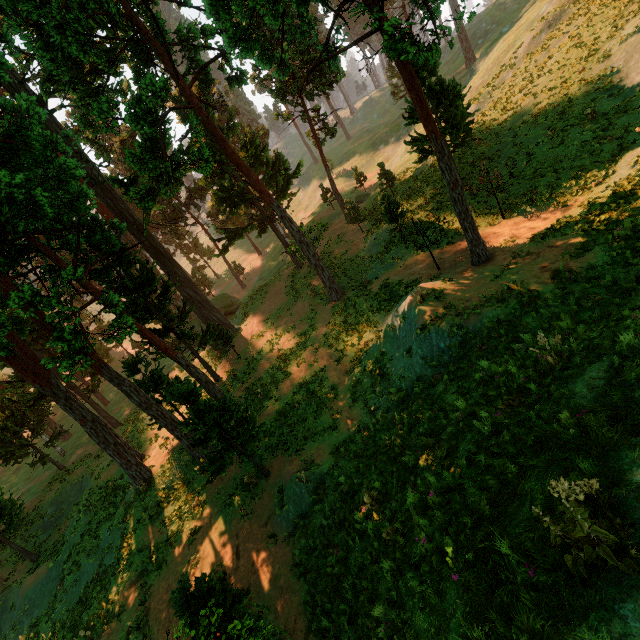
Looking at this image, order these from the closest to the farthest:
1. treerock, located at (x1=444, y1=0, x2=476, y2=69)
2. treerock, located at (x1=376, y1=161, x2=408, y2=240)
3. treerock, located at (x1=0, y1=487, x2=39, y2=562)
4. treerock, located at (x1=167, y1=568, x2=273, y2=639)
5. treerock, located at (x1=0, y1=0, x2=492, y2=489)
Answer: treerock, located at (x1=167, y1=568, x2=273, y2=639), treerock, located at (x1=444, y1=0, x2=476, y2=69), treerock, located at (x1=0, y1=0, x2=492, y2=489), treerock, located at (x1=0, y1=487, x2=39, y2=562), treerock, located at (x1=376, y1=161, x2=408, y2=240)

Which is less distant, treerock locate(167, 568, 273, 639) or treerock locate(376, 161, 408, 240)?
treerock locate(167, 568, 273, 639)

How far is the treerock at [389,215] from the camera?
21.8 meters

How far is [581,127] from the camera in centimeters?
1705cm

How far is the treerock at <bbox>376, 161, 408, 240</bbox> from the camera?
21.77m

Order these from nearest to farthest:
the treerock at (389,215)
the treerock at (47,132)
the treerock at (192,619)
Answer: the treerock at (192,619), the treerock at (47,132), the treerock at (389,215)

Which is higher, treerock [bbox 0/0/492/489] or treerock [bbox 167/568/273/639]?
treerock [bbox 0/0/492/489]
